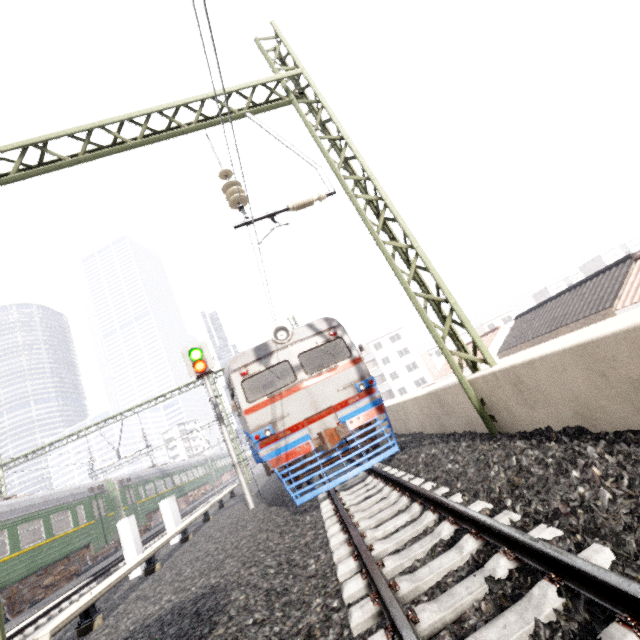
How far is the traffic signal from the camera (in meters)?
10.52

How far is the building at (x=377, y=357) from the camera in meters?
56.6

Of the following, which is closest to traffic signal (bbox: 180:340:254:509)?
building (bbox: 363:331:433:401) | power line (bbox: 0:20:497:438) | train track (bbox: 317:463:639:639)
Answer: train track (bbox: 317:463:639:639)

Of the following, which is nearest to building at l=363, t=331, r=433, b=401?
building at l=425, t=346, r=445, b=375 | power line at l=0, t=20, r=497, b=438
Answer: building at l=425, t=346, r=445, b=375

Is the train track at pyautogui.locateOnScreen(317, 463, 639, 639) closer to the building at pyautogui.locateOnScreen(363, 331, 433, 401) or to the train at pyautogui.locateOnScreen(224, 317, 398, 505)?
the train at pyautogui.locateOnScreen(224, 317, 398, 505)

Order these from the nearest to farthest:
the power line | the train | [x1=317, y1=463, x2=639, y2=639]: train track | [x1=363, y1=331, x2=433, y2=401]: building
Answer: [x1=317, y1=463, x2=639, y2=639]: train track, the power line, the train, [x1=363, y1=331, x2=433, y2=401]: building

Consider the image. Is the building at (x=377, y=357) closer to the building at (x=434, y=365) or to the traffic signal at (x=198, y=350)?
the building at (x=434, y=365)

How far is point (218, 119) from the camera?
6.8m
